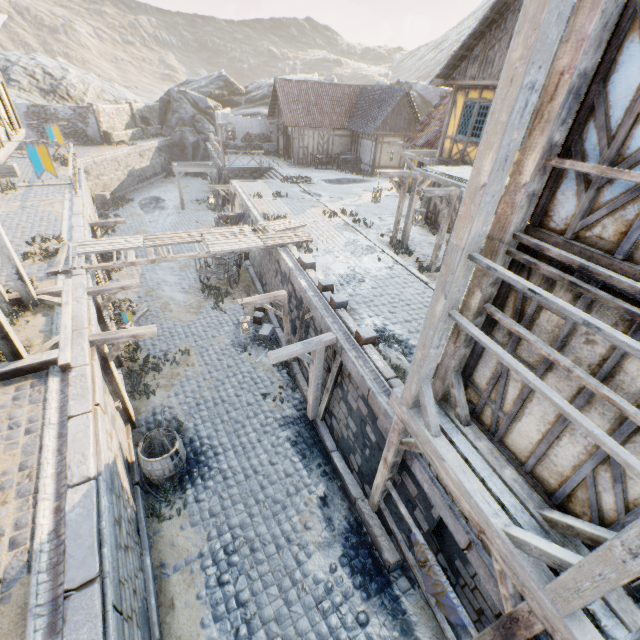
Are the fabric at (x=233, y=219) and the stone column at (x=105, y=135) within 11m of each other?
no

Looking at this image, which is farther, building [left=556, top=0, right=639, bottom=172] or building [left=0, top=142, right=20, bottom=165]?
building [left=0, top=142, right=20, bottom=165]

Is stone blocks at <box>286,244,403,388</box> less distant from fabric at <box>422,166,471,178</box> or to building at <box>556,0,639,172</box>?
building at <box>556,0,639,172</box>

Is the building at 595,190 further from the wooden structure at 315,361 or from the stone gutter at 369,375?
the wooden structure at 315,361

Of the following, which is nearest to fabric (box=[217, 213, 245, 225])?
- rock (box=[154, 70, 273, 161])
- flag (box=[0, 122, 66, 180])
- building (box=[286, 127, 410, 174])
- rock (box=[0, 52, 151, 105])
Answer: flag (box=[0, 122, 66, 180])

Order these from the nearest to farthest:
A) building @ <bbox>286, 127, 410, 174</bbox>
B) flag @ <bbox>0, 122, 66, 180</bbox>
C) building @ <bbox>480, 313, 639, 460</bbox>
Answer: building @ <bbox>480, 313, 639, 460</bbox> < flag @ <bbox>0, 122, 66, 180</bbox> < building @ <bbox>286, 127, 410, 174</bbox>

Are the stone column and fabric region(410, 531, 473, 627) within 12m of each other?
no

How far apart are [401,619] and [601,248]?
6.9m
